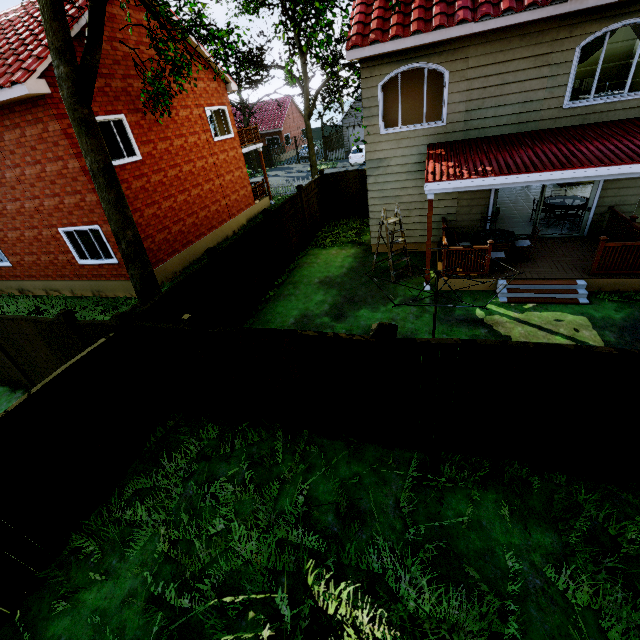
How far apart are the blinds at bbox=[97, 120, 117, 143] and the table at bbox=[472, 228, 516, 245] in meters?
12.3

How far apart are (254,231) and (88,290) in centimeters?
823cm

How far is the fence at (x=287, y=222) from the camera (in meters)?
11.77

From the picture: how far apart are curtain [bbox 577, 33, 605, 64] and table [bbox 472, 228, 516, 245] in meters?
3.8

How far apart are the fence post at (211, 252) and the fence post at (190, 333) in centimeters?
295cm

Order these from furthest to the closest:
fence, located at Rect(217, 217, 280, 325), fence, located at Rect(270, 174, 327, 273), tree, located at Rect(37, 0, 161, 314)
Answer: fence, located at Rect(270, 174, 327, 273)
fence, located at Rect(217, 217, 280, 325)
tree, located at Rect(37, 0, 161, 314)

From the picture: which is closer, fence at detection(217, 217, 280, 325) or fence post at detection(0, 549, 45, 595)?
fence post at detection(0, 549, 45, 595)

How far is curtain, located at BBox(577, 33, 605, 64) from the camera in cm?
809
